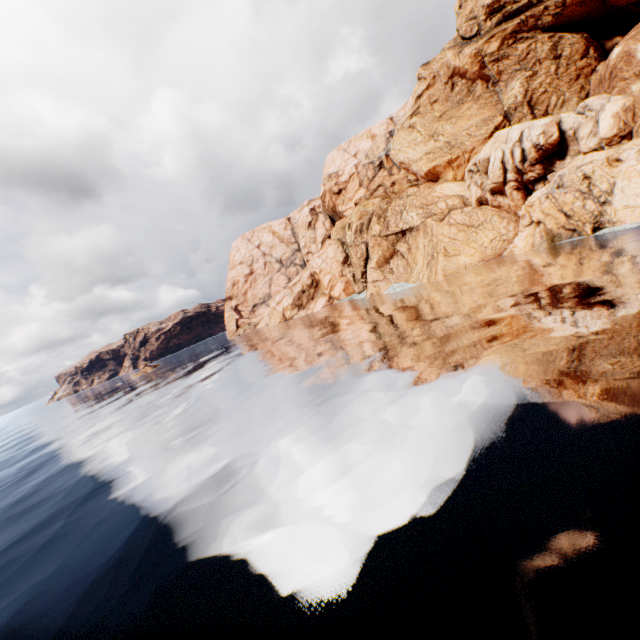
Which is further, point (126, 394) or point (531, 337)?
point (126, 394)
